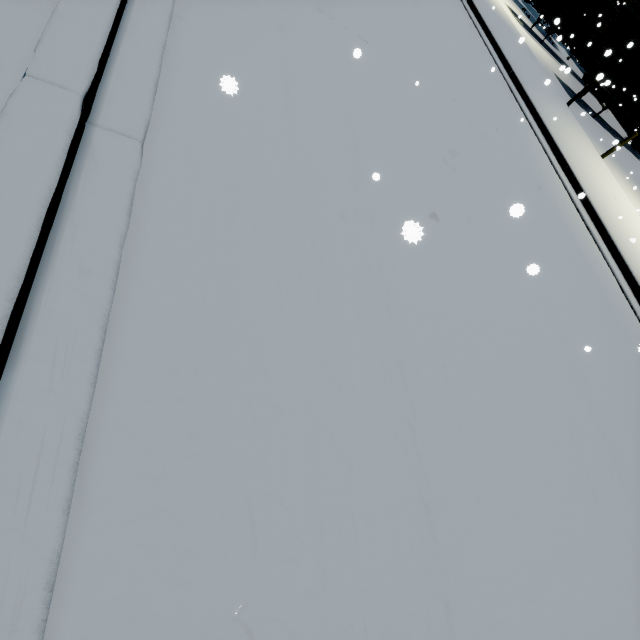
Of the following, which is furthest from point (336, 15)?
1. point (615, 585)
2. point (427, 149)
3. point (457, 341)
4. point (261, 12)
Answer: point (615, 585)

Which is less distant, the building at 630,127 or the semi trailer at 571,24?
the semi trailer at 571,24

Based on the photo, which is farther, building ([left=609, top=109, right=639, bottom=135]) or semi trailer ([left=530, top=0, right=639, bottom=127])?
building ([left=609, top=109, right=639, bottom=135])

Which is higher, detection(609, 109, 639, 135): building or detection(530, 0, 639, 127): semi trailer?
detection(530, 0, 639, 127): semi trailer

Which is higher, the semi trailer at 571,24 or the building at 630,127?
the semi trailer at 571,24
